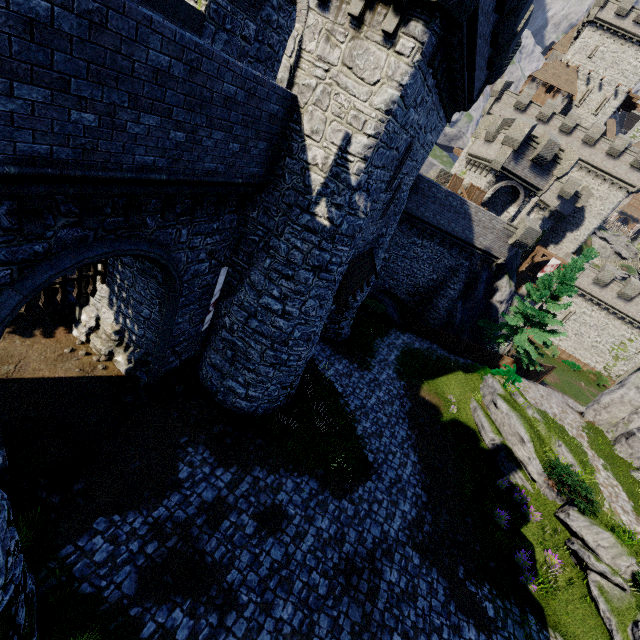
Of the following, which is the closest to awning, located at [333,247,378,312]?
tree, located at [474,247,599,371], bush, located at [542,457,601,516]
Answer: bush, located at [542,457,601,516]

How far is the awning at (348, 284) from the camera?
13.35m

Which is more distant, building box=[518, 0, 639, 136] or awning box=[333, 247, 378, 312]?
building box=[518, 0, 639, 136]

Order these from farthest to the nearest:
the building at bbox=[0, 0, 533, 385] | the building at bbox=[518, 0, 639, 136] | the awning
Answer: the building at bbox=[518, 0, 639, 136] < the awning < the building at bbox=[0, 0, 533, 385]

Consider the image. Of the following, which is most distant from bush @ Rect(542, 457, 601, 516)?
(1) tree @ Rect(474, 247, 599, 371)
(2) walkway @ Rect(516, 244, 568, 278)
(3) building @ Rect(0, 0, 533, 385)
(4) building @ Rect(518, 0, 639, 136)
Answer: (4) building @ Rect(518, 0, 639, 136)

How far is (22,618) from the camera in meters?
5.9 m

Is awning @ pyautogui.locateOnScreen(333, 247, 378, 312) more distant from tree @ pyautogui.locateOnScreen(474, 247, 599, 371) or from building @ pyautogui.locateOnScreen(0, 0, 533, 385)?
tree @ pyautogui.locateOnScreen(474, 247, 599, 371)

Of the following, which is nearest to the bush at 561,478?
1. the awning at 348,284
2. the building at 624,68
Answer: the awning at 348,284
